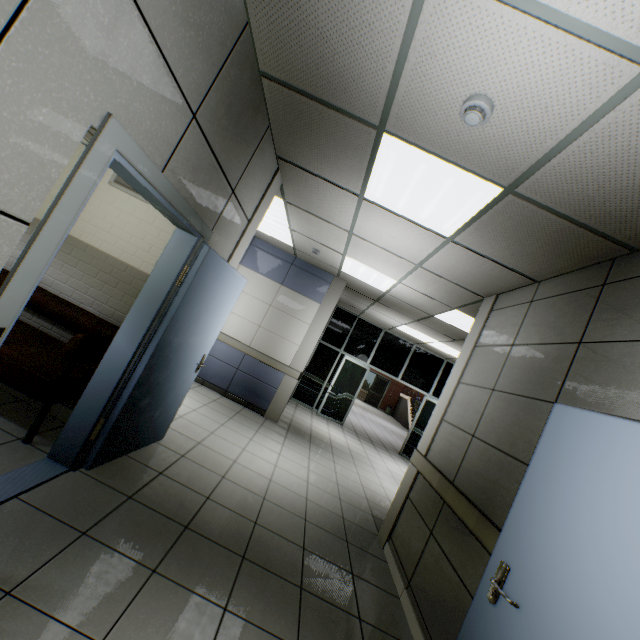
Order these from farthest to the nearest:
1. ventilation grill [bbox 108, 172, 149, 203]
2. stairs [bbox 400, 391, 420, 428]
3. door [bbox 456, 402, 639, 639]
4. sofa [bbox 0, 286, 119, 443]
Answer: stairs [bbox 400, 391, 420, 428] < ventilation grill [bbox 108, 172, 149, 203] < sofa [bbox 0, 286, 119, 443] < door [bbox 456, 402, 639, 639]

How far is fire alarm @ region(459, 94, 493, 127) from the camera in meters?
1.7

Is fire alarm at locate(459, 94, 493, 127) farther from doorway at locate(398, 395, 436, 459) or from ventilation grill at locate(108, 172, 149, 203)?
doorway at locate(398, 395, 436, 459)

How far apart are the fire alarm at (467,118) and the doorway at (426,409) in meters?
8.9 m

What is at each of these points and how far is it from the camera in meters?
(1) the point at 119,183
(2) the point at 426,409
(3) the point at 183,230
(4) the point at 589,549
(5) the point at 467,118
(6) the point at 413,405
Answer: (1) ventilation grill, 3.6 m
(2) doorway, 9.8 m
(3) door, 2.6 m
(4) door, 1.5 m
(5) fire alarm, 1.8 m
(6) stairs, 19.8 m

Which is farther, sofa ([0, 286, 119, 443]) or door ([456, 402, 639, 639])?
sofa ([0, 286, 119, 443])

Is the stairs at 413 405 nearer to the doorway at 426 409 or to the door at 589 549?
the doorway at 426 409

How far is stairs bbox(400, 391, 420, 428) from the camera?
18.7 meters
